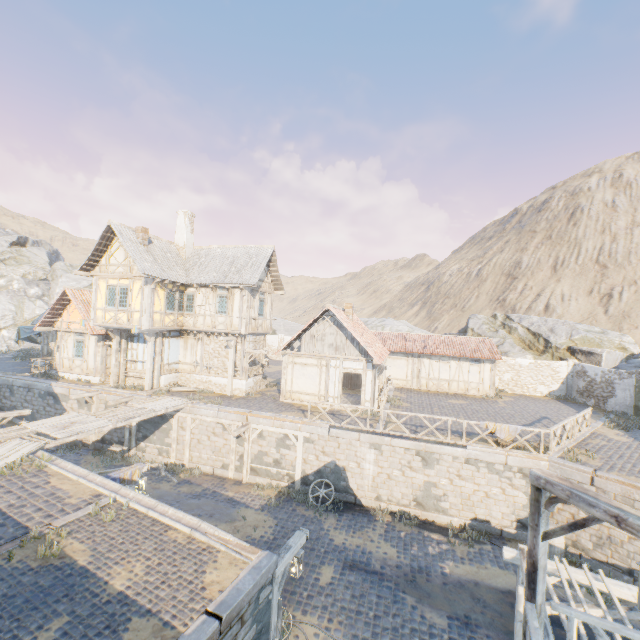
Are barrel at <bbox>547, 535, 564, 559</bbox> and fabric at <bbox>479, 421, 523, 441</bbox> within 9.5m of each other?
yes

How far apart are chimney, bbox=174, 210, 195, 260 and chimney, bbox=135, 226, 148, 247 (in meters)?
2.96

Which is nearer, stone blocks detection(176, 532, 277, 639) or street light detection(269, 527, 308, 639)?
stone blocks detection(176, 532, 277, 639)

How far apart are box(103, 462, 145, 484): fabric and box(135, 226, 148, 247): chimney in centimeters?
1328cm

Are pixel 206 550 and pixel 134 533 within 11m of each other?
yes

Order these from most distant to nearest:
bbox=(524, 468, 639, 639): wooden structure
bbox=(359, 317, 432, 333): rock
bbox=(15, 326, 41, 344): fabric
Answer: bbox=(359, 317, 432, 333): rock → bbox=(15, 326, 41, 344): fabric → bbox=(524, 468, 639, 639): wooden structure

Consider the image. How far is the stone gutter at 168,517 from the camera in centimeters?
715cm

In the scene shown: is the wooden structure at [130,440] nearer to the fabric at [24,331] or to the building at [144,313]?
the building at [144,313]
